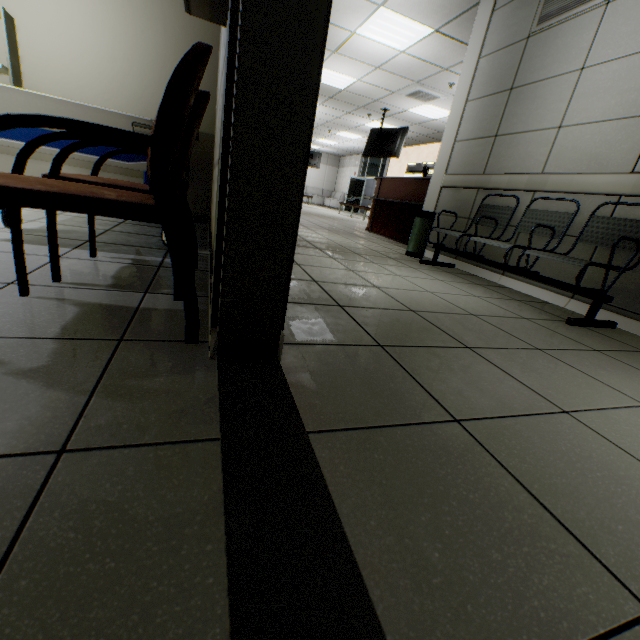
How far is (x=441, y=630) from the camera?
0.5m

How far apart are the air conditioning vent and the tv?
1.08m

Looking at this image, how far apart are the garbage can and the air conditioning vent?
4.55m

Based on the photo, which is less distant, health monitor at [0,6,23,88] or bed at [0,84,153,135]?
bed at [0,84,153,135]

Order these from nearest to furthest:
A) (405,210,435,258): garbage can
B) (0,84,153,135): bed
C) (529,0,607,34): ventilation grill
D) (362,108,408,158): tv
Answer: (0,84,153,135): bed → (529,0,607,34): ventilation grill → (405,210,435,258): garbage can → (362,108,408,158): tv

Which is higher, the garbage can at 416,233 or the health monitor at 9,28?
the health monitor at 9,28

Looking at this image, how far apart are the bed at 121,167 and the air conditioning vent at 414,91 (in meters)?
6.99

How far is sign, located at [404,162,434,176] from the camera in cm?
1261
